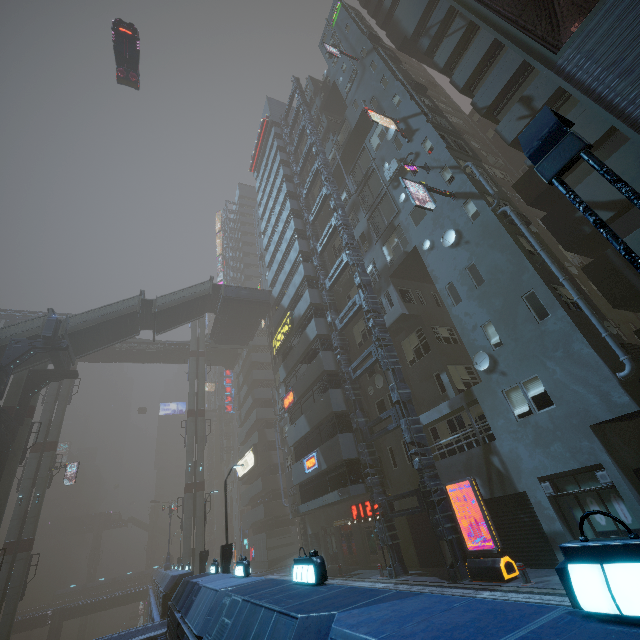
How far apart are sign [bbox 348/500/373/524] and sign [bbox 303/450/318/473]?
3.7m

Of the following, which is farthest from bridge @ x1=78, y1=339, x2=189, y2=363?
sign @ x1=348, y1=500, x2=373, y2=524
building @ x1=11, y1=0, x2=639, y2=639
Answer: sign @ x1=348, y1=500, x2=373, y2=524

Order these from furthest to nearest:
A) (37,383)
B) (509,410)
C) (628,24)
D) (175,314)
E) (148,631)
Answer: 1. (175,314)
2. (37,383)
3. (148,631)
4. (509,410)
5. (628,24)

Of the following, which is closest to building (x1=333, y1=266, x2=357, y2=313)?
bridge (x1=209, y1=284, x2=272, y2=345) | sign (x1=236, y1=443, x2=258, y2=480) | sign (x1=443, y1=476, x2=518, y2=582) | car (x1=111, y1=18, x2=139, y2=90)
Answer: sign (x1=236, y1=443, x2=258, y2=480)

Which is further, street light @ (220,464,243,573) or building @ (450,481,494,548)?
street light @ (220,464,243,573)

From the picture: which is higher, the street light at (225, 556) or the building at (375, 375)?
the building at (375, 375)

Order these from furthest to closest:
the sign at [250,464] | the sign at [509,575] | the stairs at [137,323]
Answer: the sign at [250,464] → the stairs at [137,323] → the sign at [509,575]

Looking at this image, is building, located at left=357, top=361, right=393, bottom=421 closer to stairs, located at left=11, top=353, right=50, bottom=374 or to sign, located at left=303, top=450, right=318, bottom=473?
sign, located at left=303, top=450, right=318, bottom=473
